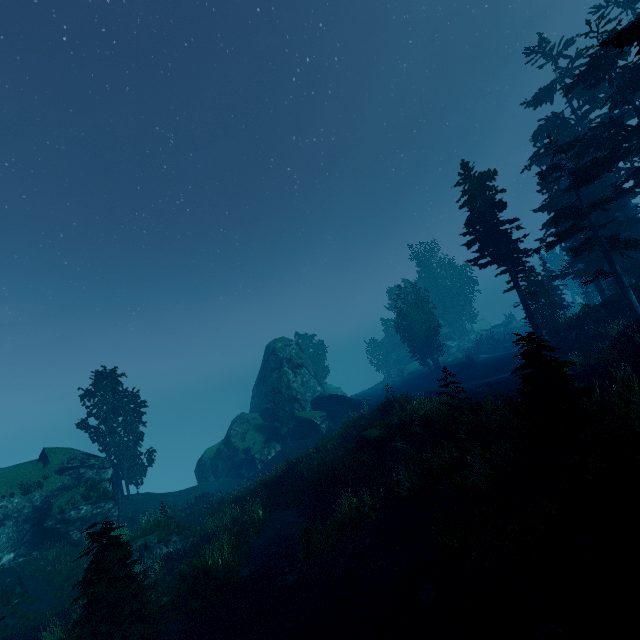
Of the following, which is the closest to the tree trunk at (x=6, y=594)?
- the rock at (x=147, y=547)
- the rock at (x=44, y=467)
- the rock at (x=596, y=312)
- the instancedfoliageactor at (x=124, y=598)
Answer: the rock at (x=147, y=547)

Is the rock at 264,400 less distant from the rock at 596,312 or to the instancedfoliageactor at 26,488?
the instancedfoliageactor at 26,488

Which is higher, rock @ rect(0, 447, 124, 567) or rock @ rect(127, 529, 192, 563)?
rock @ rect(0, 447, 124, 567)

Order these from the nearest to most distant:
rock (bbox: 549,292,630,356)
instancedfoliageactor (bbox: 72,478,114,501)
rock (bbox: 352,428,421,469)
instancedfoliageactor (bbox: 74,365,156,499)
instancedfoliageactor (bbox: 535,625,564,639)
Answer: instancedfoliageactor (bbox: 535,625,564,639) → rock (bbox: 352,428,421,469) → instancedfoliageactor (bbox: 72,478,114,501) → rock (bbox: 549,292,630,356) → instancedfoliageactor (bbox: 74,365,156,499)

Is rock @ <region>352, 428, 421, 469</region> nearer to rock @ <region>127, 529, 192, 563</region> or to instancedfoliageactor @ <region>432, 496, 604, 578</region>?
instancedfoliageactor @ <region>432, 496, 604, 578</region>

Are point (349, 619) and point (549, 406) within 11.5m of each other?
yes

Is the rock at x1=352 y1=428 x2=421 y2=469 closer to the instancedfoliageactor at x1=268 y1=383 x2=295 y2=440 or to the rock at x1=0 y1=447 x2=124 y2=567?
the instancedfoliageactor at x1=268 y1=383 x2=295 y2=440

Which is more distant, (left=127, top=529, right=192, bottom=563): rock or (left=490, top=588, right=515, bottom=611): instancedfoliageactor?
(left=127, top=529, right=192, bottom=563): rock
